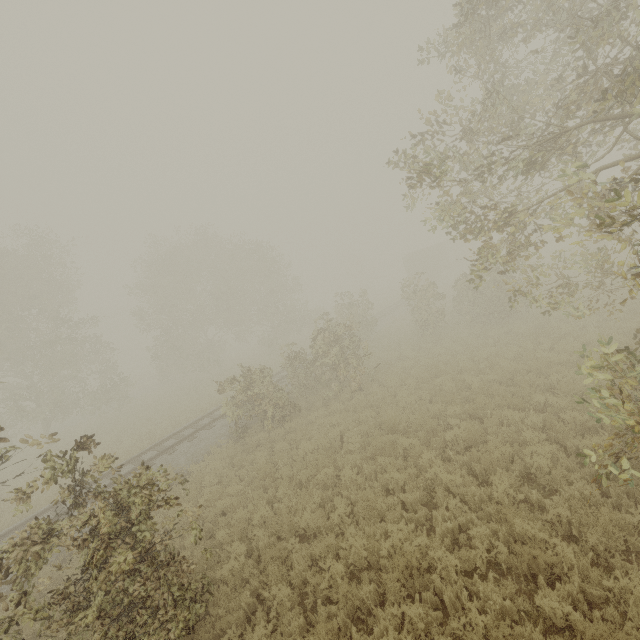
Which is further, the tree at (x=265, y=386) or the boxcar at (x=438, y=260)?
the boxcar at (x=438, y=260)

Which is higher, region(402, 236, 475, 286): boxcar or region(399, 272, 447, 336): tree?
region(402, 236, 475, 286): boxcar

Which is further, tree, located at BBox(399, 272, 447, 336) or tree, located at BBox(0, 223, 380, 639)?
tree, located at BBox(399, 272, 447, 336)

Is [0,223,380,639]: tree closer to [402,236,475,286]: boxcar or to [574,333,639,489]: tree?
[402,236,475,286]: boxcar

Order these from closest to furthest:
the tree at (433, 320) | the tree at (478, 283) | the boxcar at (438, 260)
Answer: the tree at (478, 283) → the tree at (433, 320) → the boxcar at (438, 260)

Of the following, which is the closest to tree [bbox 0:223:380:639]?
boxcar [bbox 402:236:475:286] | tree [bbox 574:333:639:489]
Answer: boxcar [bbox 402:236:475:286]

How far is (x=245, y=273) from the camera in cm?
3103
